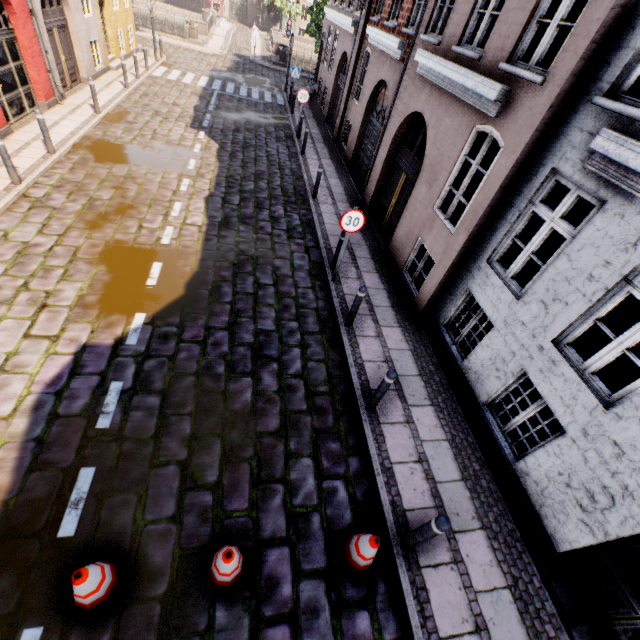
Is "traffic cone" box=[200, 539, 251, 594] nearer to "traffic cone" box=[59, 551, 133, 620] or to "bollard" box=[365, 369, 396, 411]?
"traffic cone" box=[59, 551, 133, 620]

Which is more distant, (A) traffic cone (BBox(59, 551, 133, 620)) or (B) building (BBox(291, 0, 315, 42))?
(B) building (BBox(291, 0, 315, 42))

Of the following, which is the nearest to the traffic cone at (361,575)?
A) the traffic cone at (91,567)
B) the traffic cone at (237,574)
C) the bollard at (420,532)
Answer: the bollard at (420,532)

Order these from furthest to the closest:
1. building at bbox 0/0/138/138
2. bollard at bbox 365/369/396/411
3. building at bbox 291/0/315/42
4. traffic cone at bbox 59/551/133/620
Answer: building at bbox 291/0/315/42 < building at bbox 0/0/138/138 < bollard at bbox 365/369/396/411 < traffic cone at bbox 59/551/133/620

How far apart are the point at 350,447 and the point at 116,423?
3.6m

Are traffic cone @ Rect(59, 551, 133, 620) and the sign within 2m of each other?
no

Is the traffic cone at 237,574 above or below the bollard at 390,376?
below

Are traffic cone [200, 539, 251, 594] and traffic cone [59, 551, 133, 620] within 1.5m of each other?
yes
